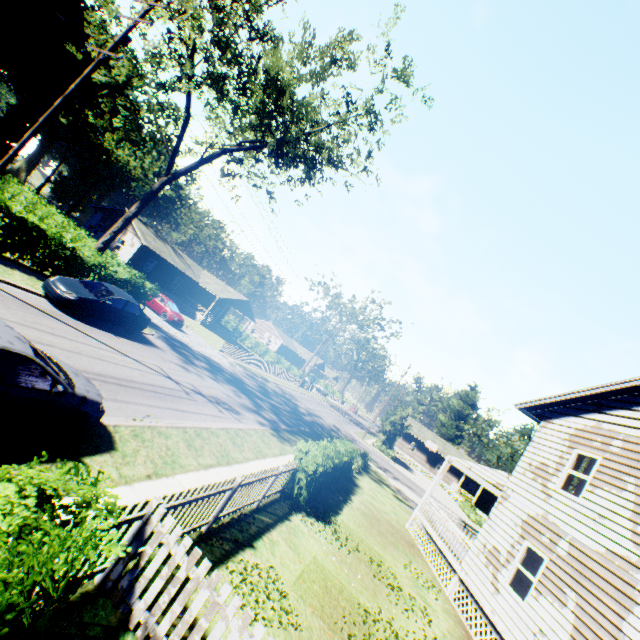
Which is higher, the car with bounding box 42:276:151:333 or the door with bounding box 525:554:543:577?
the door with bounding box 525:554:543:577

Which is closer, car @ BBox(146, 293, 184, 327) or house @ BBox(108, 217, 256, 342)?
car @ BBox(146, 293, 184, 327)

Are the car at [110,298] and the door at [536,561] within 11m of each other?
no

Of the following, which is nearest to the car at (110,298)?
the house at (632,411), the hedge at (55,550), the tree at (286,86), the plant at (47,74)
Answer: the tree at (286,86)

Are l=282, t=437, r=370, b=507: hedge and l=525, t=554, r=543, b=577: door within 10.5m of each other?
yes

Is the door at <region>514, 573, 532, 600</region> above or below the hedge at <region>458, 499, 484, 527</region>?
above

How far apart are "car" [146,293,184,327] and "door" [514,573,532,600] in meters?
26.7

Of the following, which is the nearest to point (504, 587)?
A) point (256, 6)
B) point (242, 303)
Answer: point (256, 6)
